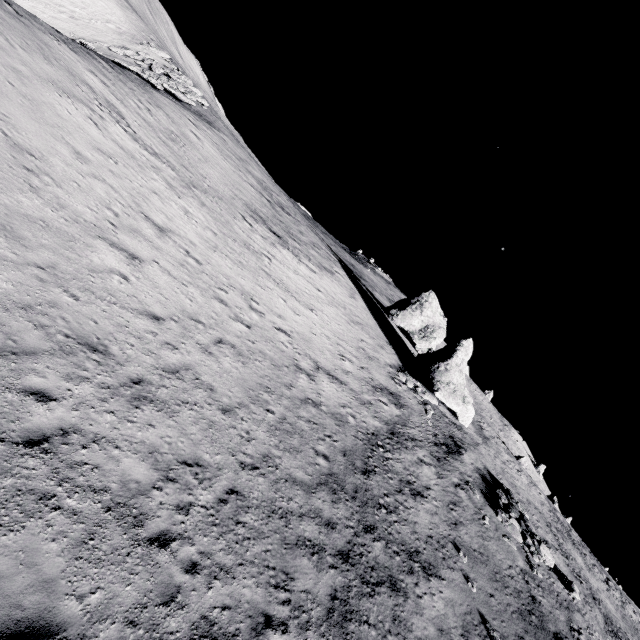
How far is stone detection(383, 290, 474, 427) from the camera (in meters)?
27.02

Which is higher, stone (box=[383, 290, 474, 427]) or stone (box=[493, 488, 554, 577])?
stone (box=[383, 290, 474, 427])

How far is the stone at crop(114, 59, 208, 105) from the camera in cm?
2698

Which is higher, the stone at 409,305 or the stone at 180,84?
the stone at 409,305

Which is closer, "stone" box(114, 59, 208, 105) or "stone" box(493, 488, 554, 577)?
"stone" box(493, 488, 554, 577)

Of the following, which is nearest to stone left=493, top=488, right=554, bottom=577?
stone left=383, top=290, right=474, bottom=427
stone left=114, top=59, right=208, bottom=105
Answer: stone left=383, top=290, right=474, bottom=427

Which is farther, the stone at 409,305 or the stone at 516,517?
the stone at 409,305

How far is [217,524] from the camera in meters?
8.2 m
